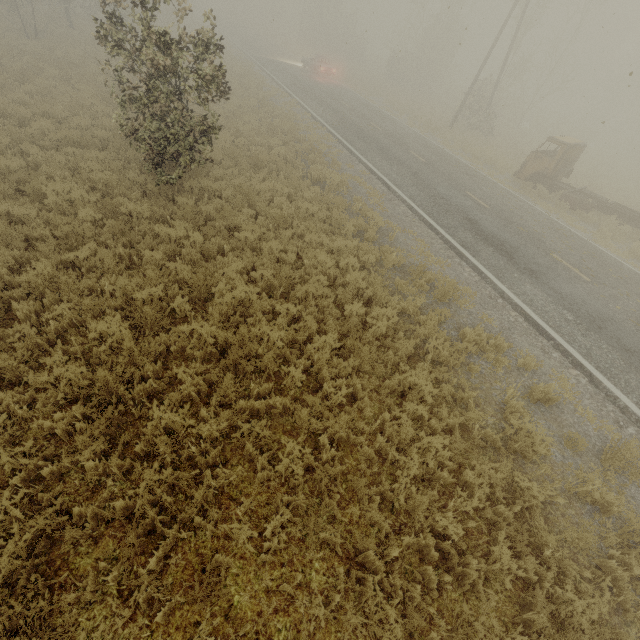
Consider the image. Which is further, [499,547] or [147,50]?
[147,50]

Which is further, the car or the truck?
the car

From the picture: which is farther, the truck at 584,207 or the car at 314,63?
the car at 314,63

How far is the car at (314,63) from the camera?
30.1 meters

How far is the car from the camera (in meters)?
30.06
